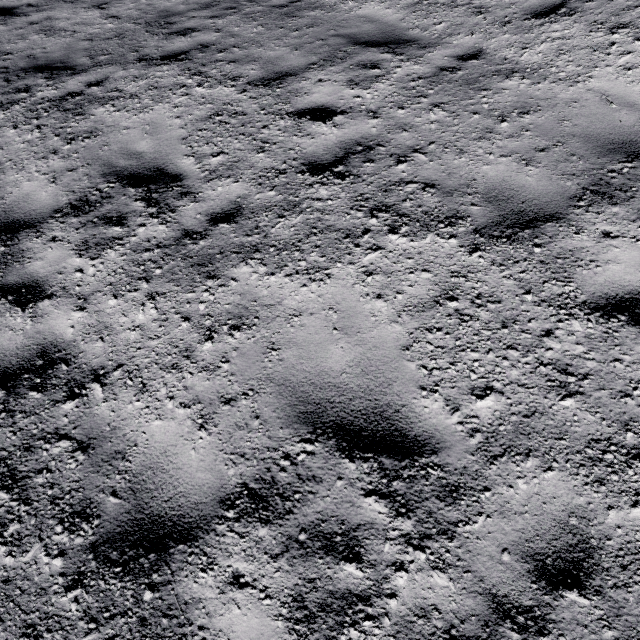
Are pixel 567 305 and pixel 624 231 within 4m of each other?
yes
